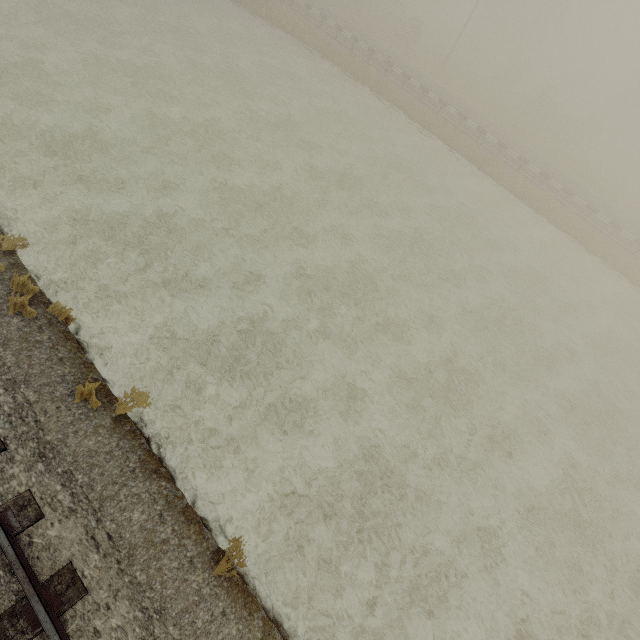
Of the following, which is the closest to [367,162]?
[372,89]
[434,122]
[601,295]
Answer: [434,122]
